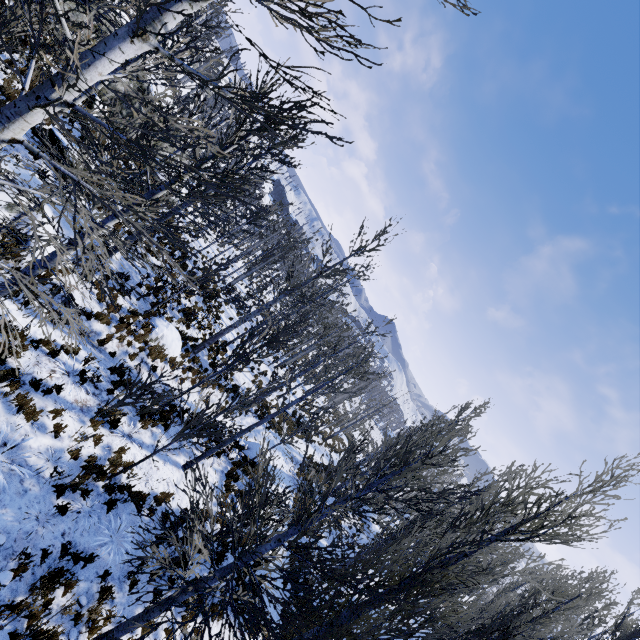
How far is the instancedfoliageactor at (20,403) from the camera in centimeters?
679cm

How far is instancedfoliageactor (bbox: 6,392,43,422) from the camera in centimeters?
679cm

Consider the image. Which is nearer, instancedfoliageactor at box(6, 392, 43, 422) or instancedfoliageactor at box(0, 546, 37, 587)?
instancedfoliageactor at box(0, 546, 37, 587)

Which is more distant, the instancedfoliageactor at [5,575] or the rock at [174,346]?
the rock at [174,346]

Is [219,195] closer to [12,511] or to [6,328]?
[6,328]

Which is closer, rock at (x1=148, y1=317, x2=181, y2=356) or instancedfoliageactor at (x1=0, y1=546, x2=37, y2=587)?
instancedfoliageactor at (x1=0, y1=546, x2=37, y2=587)

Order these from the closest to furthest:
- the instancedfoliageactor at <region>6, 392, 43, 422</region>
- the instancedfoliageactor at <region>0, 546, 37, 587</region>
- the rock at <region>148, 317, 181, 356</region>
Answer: the instancedfoliageactor at <region>0, 546, 37, 587</region>, the instancedfoliageactor at <region>6, 392, 43, 422</region>, the rock at <region>148, 317, 181, 356</region>
